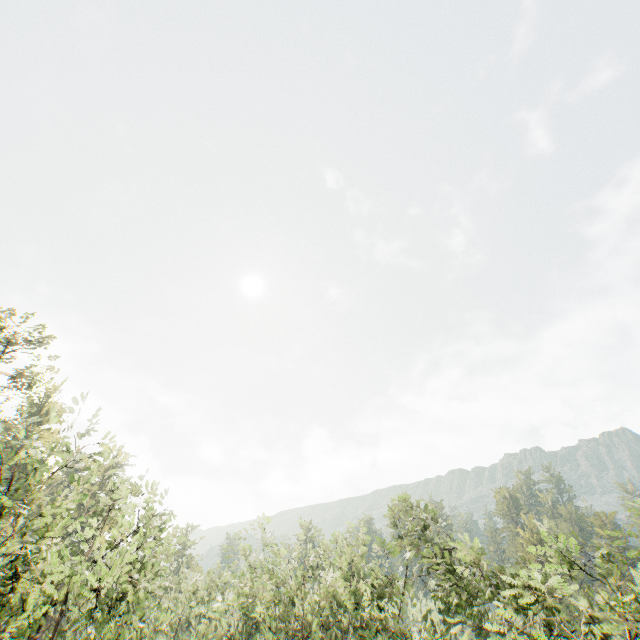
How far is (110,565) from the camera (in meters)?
10.34
